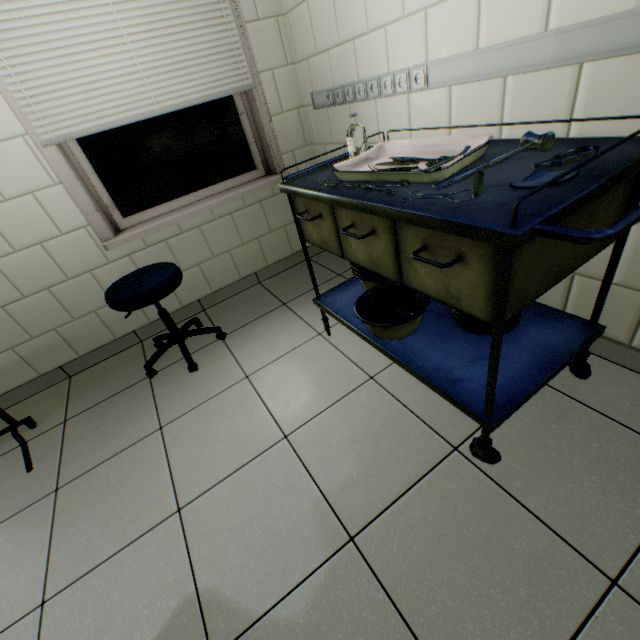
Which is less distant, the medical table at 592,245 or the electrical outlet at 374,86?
the medical table at 592,245

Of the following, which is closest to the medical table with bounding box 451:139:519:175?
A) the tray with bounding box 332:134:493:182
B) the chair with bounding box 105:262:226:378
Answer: the tray with bounding box 332:134:493:182

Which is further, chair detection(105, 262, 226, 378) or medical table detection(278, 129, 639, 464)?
chair detection(105, 262, 226, 378)

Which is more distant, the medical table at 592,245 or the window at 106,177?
the window at 106,177

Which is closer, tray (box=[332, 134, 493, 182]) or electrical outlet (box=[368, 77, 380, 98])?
tray (box=[332, 134, 493, 182])

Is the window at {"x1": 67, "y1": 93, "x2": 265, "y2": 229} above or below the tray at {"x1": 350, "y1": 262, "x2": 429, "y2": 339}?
above

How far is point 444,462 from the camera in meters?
1.2

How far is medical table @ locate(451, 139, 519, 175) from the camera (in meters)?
1.01
